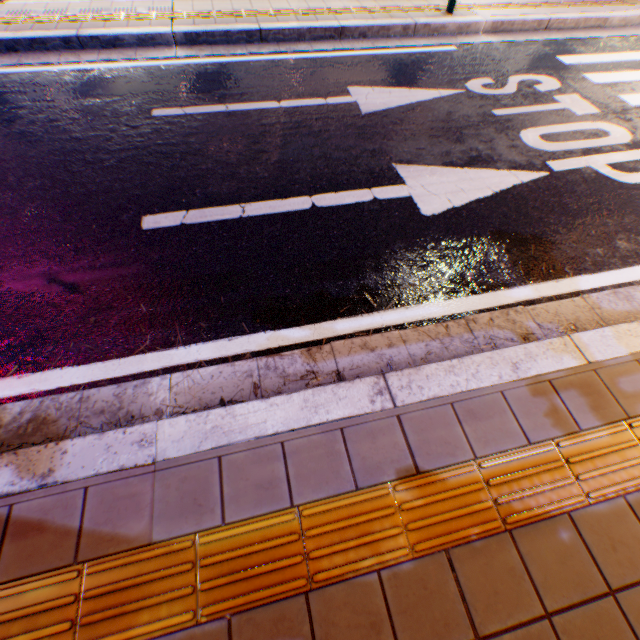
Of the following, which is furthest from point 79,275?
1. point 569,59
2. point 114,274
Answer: point 569,59
